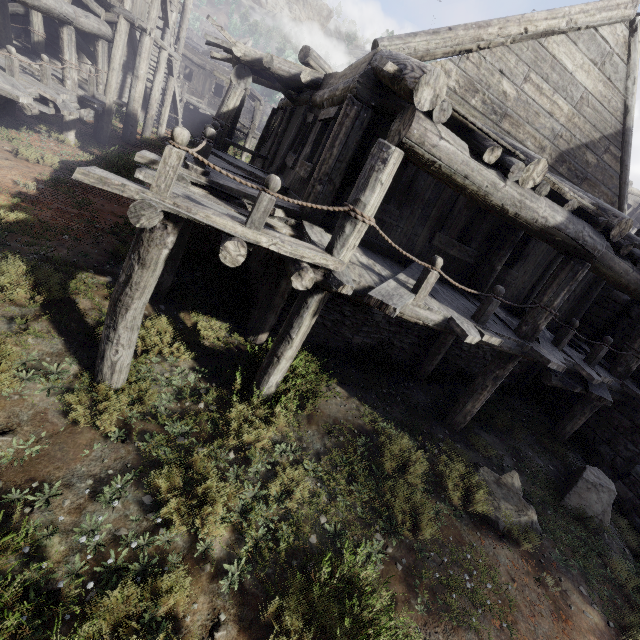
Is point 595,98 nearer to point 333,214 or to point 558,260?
point 558,260
